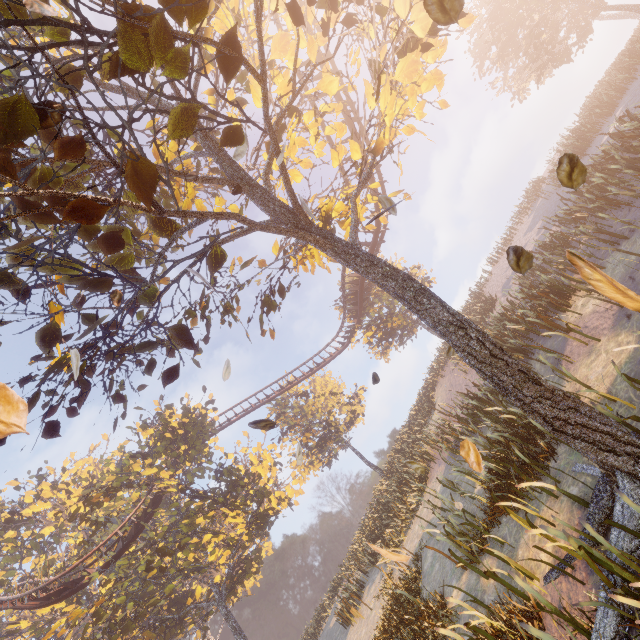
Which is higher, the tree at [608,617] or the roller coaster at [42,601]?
the roller coaster at [42,601]

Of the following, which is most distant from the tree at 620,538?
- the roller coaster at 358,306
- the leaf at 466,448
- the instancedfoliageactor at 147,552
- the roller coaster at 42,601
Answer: the roller coaster at 358,306

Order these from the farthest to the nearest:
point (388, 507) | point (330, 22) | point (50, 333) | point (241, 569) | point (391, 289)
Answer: point (241, 569) → point (388, 507) → point (330, 22) → point (391, 289) → point (50, 333)

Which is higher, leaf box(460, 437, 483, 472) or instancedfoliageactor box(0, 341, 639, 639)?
instancedfoliageactor box(0, 341, 639, 639)

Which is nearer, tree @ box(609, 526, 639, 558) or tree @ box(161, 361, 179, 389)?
tree @ box(609, 526, 639, 558)

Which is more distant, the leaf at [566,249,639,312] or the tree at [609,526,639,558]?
the tree at [609,526,639,558]

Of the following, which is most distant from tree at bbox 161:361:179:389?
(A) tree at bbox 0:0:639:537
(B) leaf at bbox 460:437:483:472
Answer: (B) leaf at bbox 460:437:483:472
